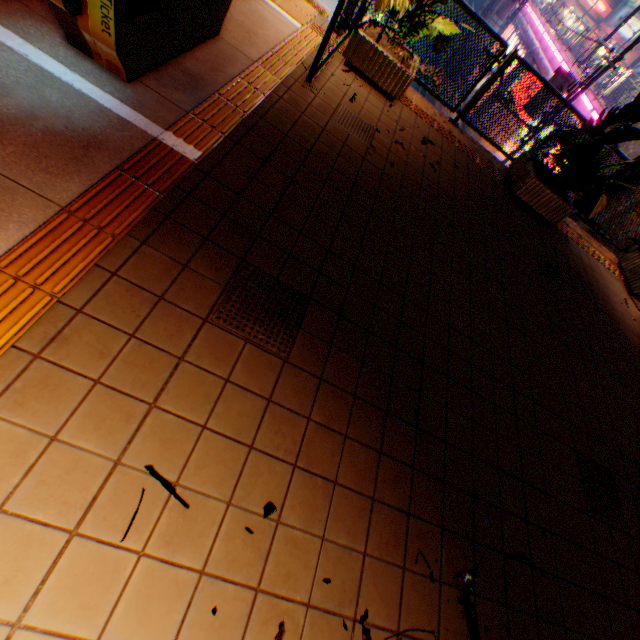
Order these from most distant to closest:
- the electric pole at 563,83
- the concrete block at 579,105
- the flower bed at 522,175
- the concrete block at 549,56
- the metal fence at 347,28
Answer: the concrete block at 549,56 → the concrete block at 579,105 → the electric pole at 563,83 → the flower bed at 522,175 → the metal fence at 347,28

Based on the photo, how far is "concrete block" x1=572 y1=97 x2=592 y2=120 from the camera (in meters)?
13.85

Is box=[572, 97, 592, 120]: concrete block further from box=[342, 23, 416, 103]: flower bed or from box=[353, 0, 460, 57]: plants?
box=[342, 23, 416, 103]: flower bed

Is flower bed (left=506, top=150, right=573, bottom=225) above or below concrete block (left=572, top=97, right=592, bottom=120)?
below

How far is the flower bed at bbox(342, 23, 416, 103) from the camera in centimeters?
459cm

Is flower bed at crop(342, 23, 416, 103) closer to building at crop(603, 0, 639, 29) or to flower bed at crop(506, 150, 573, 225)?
flower bed at crop(506, 150, 573, 225)

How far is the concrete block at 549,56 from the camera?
18.68m

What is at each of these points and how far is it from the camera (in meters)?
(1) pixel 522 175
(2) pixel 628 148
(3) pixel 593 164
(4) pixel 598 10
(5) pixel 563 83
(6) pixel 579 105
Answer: (1) flower bed, 5.59
(2) overpass support, 7.35
(3) plants, 4.98
(4) sign, 46.34
(5) electric pole, 11.88
(6) concrete block, 14.72
